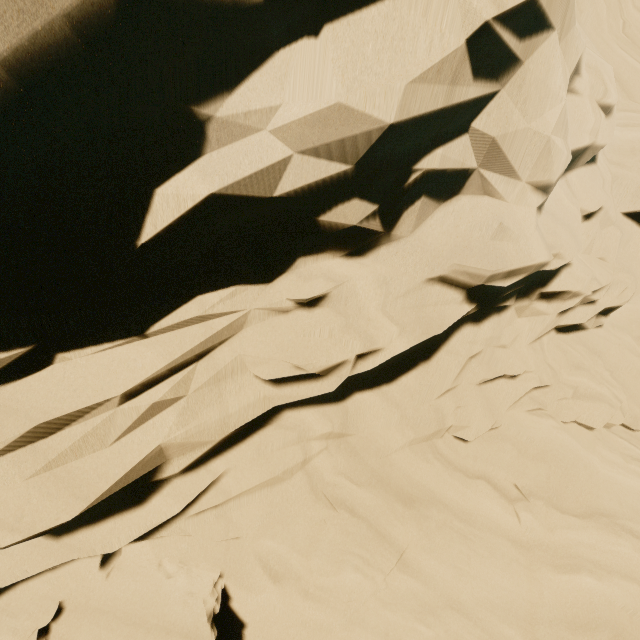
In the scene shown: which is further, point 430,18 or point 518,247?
point 518,247
